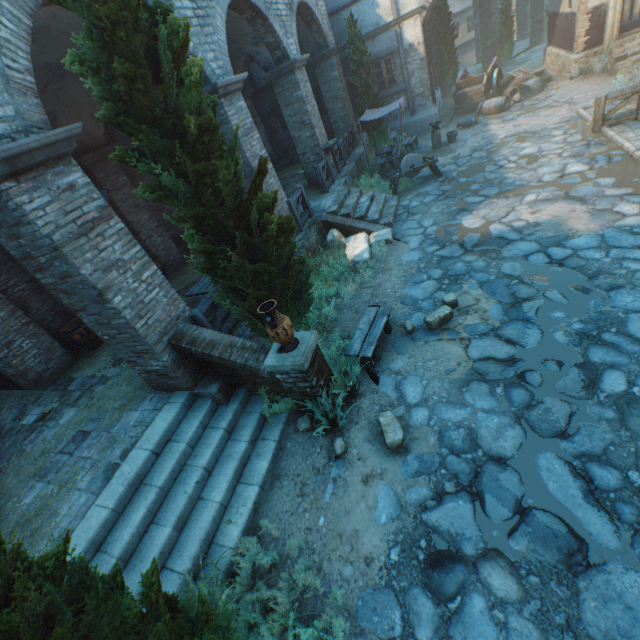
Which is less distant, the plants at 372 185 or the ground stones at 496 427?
the ground stones at 496 427

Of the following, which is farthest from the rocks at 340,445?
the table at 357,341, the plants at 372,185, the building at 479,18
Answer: the building at 479,18

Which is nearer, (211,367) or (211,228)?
(211,228)

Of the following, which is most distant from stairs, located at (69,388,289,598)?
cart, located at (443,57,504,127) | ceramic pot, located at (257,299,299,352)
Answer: cart, located at (443,57,504,127)

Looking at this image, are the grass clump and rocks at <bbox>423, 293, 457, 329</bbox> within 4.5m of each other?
yes

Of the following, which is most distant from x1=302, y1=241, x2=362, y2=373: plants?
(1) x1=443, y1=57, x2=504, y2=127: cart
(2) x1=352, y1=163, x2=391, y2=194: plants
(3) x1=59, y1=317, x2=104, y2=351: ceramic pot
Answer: (1) x1=443, y1=57, x2=504, y2=127: cart

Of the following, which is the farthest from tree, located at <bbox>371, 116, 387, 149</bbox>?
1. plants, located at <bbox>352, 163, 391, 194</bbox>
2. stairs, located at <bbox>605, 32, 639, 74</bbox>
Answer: stairs, located at <bbox>605, 32, 639, 74</bbox>

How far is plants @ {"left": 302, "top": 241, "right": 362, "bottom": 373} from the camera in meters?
6.1
